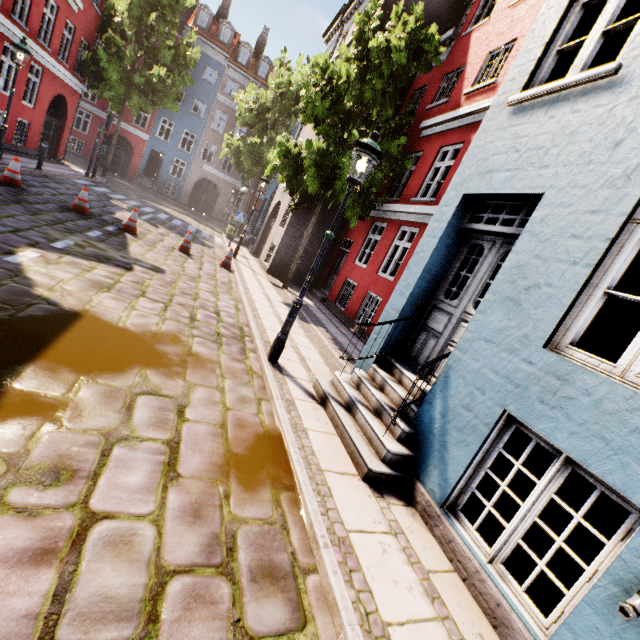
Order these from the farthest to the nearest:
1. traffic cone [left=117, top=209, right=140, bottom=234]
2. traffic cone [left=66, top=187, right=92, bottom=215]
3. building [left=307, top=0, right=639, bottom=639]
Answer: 1. traffic cone [left=117, top=209, right=140, bottom=234]
2. traffic cone [left=66, top=187, right=92, bottom=215]
3. building [left=307, top=0, right=639, bottom=639]

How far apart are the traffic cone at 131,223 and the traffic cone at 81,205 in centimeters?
78cm

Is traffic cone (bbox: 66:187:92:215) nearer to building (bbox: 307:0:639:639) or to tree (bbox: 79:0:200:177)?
building (bbox: 307:0:639:639)

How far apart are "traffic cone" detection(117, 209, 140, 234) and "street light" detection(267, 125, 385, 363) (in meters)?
7.42

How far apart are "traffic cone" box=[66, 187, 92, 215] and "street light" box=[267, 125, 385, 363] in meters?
8.1

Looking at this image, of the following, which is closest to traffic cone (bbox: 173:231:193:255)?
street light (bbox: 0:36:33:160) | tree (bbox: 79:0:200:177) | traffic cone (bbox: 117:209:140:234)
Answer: traffic cone (bbox: 117:209:140:234)

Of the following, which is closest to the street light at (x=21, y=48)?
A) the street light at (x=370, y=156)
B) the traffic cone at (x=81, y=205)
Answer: the traffic cone at (x=81, y=205)

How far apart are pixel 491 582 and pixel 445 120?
11.5m
